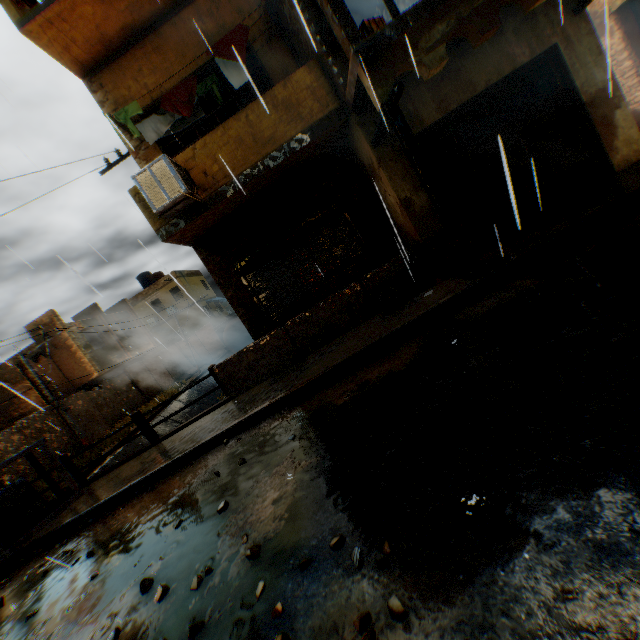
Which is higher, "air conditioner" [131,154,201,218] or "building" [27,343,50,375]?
"building" [27,343,50,375]

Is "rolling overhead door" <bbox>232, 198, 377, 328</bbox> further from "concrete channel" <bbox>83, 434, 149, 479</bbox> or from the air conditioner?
the air conditioner

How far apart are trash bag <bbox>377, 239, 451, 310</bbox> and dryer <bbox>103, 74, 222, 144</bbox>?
4.4m

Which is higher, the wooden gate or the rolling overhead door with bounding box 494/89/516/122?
the rolling overhead door with bounding box 494/89/516/122

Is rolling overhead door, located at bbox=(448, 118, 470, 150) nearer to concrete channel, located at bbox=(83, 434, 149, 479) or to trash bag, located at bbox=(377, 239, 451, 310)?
concrete channel, located at bbox=(83, 434, 149, 479)

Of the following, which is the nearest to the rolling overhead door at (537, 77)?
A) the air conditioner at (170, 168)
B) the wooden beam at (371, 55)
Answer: the air conditioner at (170, 168)

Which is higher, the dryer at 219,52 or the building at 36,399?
the dryer at 219,52

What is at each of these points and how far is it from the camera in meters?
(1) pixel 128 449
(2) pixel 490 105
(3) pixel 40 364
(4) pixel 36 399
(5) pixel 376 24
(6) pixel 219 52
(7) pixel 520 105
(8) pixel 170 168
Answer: (1) concrete channel, 15.5
(2) rolling overhead door, 6.7
(3) building, 19.3
(4) building, 18.3
(5) wooden box, 5.6
(6) dryer, 6.9
(7) rolling overhead door, 6.8
(8) air conditioner, 6.1
